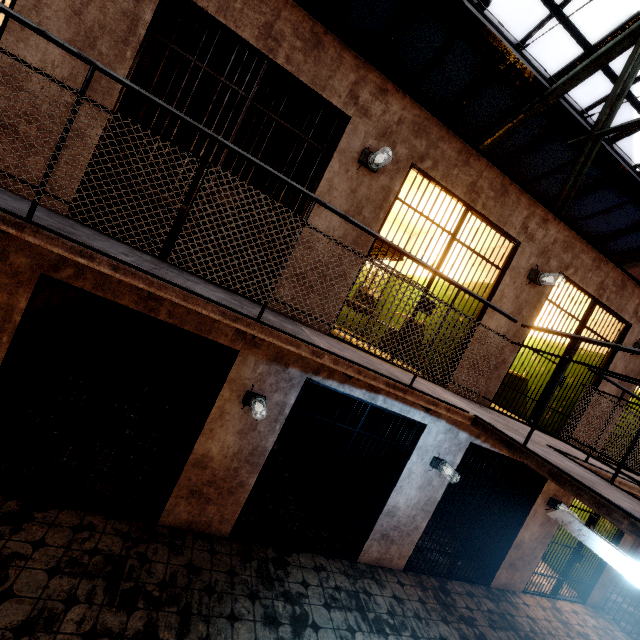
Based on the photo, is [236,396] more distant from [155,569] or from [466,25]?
[466,25]

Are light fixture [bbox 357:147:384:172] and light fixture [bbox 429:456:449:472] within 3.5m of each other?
no

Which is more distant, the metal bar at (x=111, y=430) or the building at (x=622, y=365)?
the building at (x=622, y=365)

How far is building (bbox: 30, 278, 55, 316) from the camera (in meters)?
3.66

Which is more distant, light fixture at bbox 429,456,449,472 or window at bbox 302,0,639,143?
window at bbox 302,0,639,143

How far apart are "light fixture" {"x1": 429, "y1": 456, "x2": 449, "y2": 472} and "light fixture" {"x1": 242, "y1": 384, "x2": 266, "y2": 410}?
2.8m

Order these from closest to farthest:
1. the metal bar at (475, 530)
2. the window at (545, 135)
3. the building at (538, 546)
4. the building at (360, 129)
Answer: the building at (360, 129)
the metal bar at (475, 530)
the building at (538, 546)
the window at (545, 135)
